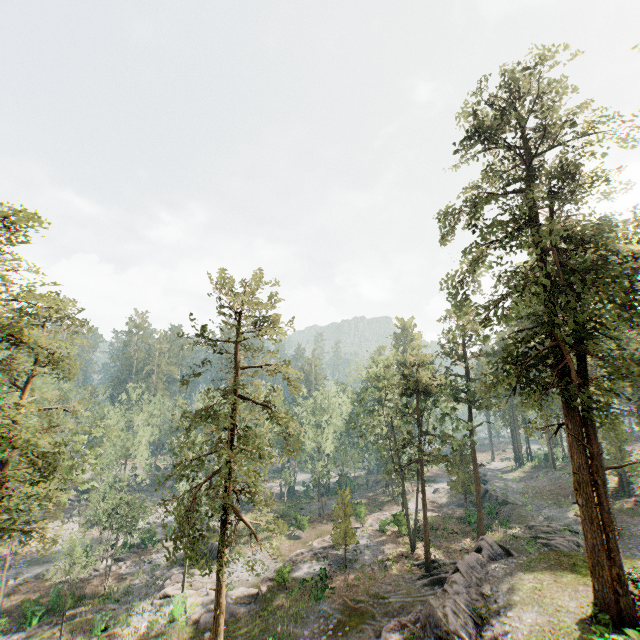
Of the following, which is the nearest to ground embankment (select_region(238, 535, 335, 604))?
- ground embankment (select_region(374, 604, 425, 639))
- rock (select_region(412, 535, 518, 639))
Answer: ground embankment (select_region(374, 604, 425, 639))

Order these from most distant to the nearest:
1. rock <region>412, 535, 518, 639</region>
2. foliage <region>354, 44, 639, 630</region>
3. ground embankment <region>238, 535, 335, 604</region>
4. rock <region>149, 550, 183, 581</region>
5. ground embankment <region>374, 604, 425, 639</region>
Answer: rock <region>149, 550, 183, 581</region> < ground embankment <region>238, 535, 335, 604</region> < ground embankment <region>374, 604, 425, 639</region> < rock <region>412, 535, 518, 639</region> < foliage <region>354, 44, 639, 630</region>

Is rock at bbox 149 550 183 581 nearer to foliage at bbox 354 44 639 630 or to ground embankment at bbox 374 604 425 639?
foliage at bbox 354 44 639 630

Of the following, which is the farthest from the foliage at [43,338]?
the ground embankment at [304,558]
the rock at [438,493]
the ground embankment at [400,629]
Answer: the rock at [438,493]

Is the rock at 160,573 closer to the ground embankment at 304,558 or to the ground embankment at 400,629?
the ground embankment at 304,558

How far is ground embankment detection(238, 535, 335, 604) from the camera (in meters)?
26.34

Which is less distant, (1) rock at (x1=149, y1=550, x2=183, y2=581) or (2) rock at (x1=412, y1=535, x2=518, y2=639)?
(2) rock at (x1=412, y1=535, x2=518, y2=639)

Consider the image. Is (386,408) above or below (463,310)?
below
